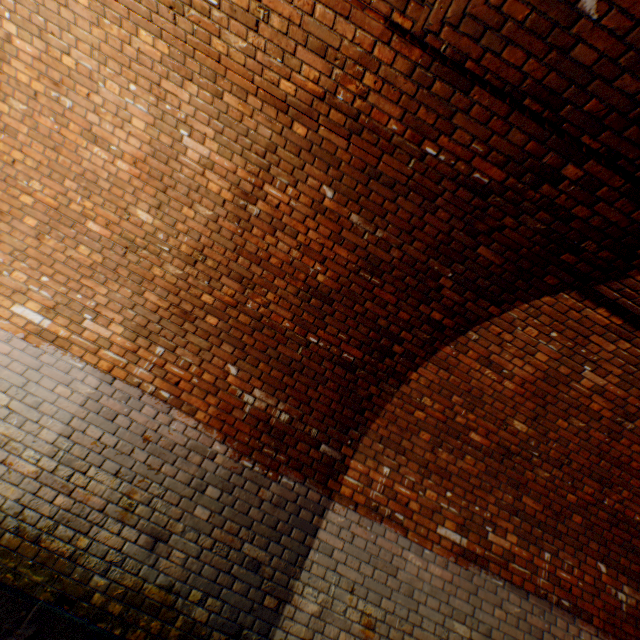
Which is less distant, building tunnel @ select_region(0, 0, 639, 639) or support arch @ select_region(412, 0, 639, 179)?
support arch @ select_region(412, 0, 639, 179)

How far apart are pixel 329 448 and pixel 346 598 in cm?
135

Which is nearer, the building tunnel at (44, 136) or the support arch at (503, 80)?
the support arch at (503, 80)
